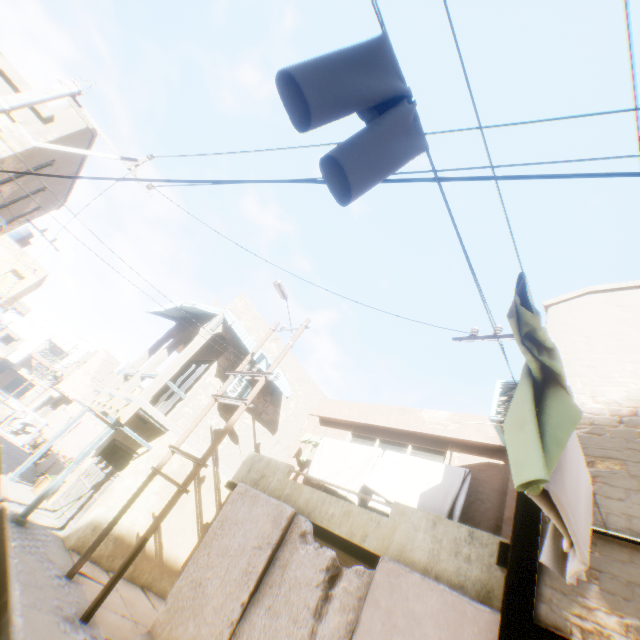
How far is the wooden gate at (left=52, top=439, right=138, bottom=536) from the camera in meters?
10.4

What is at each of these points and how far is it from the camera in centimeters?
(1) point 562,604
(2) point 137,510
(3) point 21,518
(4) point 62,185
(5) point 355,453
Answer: (1) building, 296cm
(2) building, 1034cm
(3) wooden beam, 845cm
(4) building, 1173cm
(5) clothes, 842cm

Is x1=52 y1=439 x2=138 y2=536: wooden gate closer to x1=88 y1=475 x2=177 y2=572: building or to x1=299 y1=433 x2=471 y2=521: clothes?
x1=88 y1=475 x2=177 y2=572: building

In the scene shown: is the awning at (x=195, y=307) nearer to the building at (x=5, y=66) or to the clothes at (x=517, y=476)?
the building at (x=5, y=66)

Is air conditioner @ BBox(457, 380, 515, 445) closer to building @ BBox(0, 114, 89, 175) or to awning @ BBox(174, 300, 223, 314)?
building @ BBox(0, 114, 89, 175)

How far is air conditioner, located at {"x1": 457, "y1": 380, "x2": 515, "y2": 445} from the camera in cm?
512

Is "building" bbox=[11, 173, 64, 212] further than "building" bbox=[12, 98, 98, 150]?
Yes
